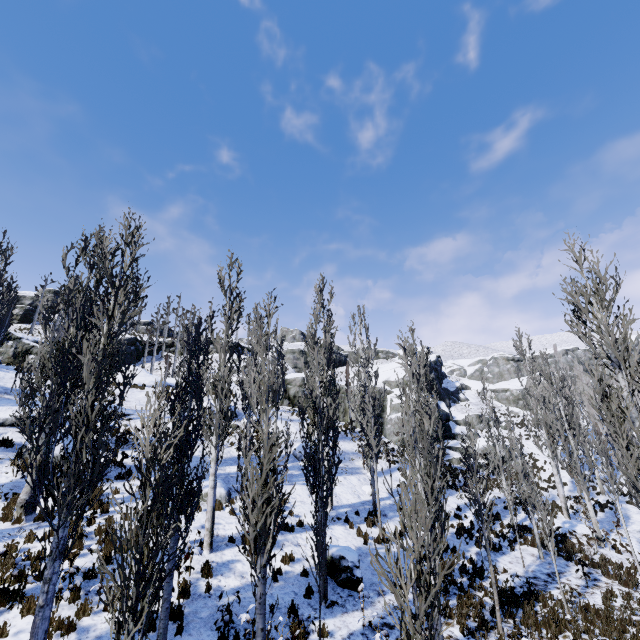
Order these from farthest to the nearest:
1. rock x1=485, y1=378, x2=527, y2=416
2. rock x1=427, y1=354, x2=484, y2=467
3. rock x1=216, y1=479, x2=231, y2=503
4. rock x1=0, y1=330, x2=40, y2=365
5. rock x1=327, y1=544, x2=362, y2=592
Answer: rock x1=485, y1=378, x2=527, y2=416, rock x1=427, y1=354, x2=484, y2=467, rock x1=0, y1=330, x2=40, y2=365, rock x1=216, y1=479, x2=231, y2=503, rock x1=327, y1=544, x2=362, y2=592

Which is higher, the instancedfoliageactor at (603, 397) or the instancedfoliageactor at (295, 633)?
the instancedfoliageactor at (603, 397)

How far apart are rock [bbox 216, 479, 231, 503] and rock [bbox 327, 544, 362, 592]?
4.98m

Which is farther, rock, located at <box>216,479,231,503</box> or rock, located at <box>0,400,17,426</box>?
rock, located at <box>0,400,17,426</box>

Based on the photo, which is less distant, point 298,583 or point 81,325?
point 81,325

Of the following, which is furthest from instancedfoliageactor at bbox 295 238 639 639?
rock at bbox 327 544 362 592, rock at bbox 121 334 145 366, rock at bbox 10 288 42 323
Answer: rock at bbox 10 288 42 323

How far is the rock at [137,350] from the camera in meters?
43.7

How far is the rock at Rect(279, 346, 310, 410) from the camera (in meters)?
33.75
